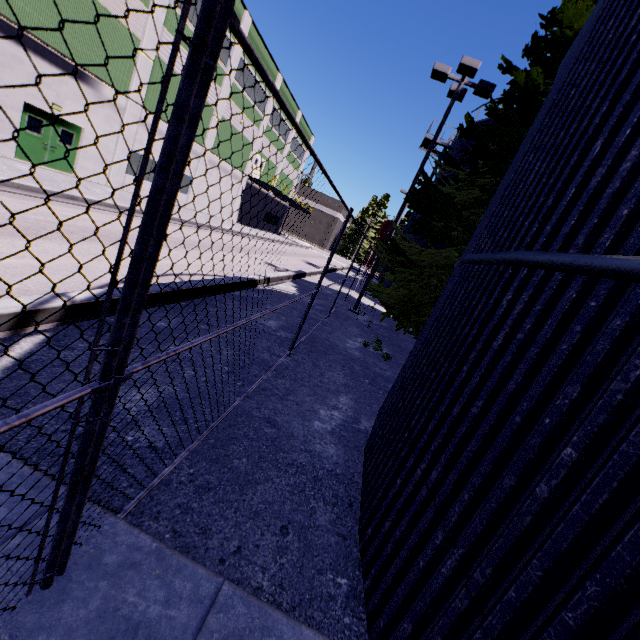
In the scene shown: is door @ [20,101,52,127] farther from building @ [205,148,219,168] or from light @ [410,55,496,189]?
light @ [410,55,496,189]

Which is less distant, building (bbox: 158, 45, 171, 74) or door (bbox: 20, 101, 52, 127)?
door (bbox: 20, 101, 52, 127)

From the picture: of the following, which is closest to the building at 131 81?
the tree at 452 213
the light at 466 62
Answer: the tree at 452 213

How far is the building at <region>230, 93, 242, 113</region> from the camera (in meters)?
26.88

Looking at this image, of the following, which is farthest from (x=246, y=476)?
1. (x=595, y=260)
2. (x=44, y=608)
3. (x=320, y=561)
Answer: (x=595, y=260)

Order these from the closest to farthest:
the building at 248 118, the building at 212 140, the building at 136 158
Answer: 1. the building at 136 158
2. the building at 212 140
3. the building at 248 118

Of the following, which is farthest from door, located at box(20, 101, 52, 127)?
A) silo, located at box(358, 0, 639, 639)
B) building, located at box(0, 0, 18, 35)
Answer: silo, located at box(358, 0, 639, 639)
